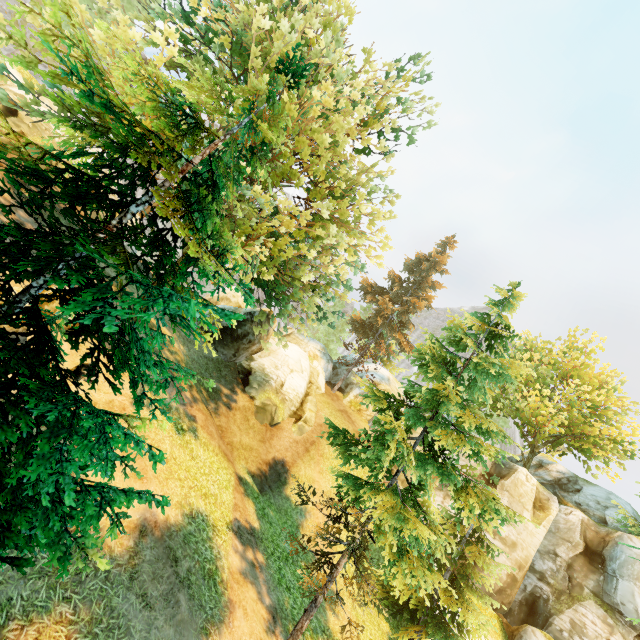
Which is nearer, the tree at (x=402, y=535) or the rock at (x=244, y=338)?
the tree at (x=402, y=535)

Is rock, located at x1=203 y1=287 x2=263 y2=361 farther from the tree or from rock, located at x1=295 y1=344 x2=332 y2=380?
rock, located at x1=295 y1=344 x2=332 y2=380

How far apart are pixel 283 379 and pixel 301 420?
3.3 meters

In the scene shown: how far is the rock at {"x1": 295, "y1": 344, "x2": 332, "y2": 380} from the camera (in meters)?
31.70

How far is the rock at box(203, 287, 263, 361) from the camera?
22.2m

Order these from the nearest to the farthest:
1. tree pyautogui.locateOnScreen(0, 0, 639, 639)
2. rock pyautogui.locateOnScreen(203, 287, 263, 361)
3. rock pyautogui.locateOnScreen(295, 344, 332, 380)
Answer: tree pyautogui.locateOnScreen(0, 0, 639, 639) < rock pyautogui.locateOnScreen(203, 287, 263, 361) < rock pyautogui.locateOnScreen(295, 344, 332, 380)

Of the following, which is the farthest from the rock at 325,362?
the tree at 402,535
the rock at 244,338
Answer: the rock at 244,338
